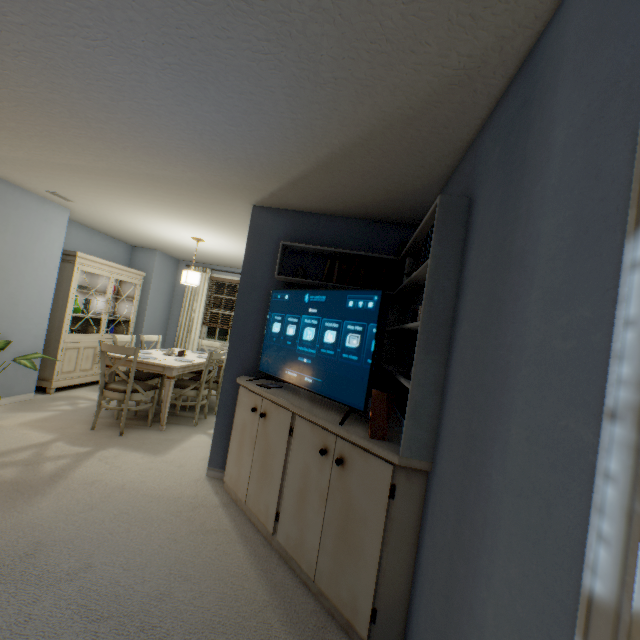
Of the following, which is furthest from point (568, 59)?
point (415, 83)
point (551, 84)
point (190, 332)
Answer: point (190, 332)

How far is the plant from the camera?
3.2m

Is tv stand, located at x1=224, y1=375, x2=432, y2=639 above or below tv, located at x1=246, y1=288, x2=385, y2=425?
A: below

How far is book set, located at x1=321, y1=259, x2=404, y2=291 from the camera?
2.68m

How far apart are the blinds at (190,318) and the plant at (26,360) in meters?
2.9 m

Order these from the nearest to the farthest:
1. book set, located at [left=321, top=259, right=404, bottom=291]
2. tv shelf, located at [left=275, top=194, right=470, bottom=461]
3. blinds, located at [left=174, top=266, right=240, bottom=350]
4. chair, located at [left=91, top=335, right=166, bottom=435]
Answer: tv shelf, located at [left=275, top=194, right=470, bottom=461] → book set, located at [left=321, top=259, right=404, bottom=291] → chair, located at [left=91, top=335, right=166, bottom=435] → blinds, located at [left=174, top=266, right=240, bottom=350]

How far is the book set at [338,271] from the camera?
2.7m

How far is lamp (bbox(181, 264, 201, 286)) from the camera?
4.5m
